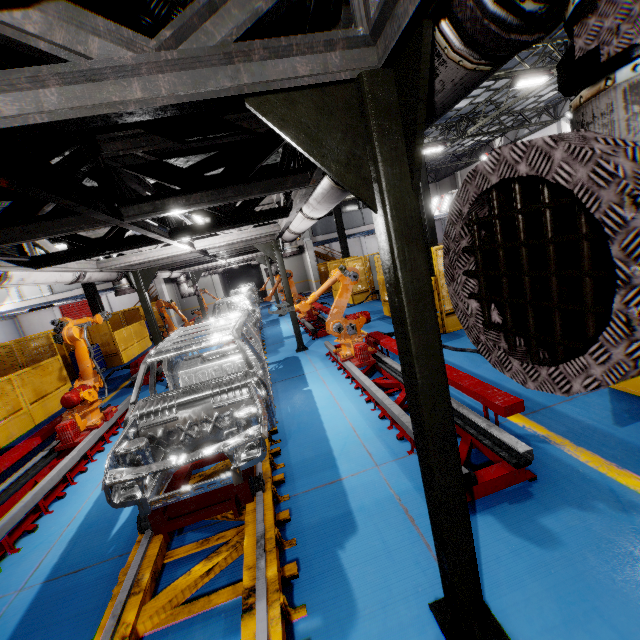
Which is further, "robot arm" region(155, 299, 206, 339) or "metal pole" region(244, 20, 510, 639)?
"robot arm" region(155, 299, 206, 339)

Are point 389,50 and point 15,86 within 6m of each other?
yes

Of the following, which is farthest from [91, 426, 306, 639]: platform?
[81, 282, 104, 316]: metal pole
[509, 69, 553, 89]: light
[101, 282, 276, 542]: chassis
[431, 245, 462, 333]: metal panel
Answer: [509, 69, 553, 89]: light

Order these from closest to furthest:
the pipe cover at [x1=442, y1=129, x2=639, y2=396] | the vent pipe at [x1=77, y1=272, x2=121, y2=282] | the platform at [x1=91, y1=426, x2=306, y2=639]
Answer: the pipe cover at [x1=442, y1=129, x2=639, y2=396], the platform at [x1=91, y1=426, x2=306, y2=639], the vent pipe at [x1=77, y1=272, x2=121, y2=282]

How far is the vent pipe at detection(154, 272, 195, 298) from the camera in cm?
1211

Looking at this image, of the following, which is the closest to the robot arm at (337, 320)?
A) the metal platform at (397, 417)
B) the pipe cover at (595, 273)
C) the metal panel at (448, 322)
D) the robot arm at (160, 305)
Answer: the metal platform at (397, 417)

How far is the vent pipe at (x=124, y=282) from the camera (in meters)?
A: 8.48

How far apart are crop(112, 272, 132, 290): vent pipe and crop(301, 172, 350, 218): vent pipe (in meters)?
3.64
